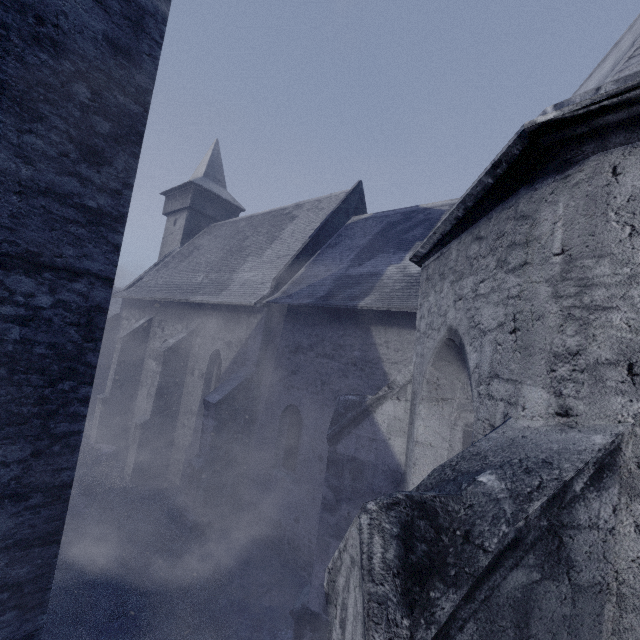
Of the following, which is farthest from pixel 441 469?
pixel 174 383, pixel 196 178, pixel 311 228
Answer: pixel 196 178
